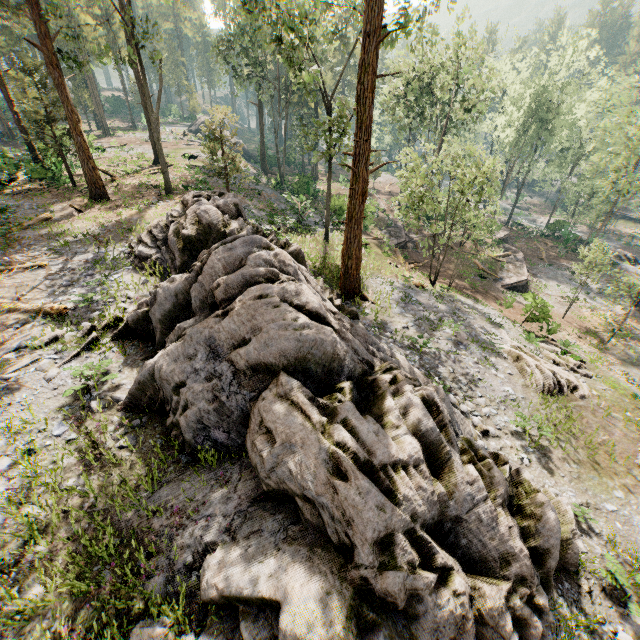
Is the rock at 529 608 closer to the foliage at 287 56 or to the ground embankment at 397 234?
the foliage at 287 56

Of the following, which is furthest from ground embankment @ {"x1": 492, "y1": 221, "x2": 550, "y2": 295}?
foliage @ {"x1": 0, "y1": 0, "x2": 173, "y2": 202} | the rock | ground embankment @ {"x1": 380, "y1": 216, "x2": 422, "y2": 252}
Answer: the rock

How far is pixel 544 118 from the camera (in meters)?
40.34

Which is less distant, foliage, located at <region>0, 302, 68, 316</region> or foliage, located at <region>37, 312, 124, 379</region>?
foliage, located at <region>37, 312, 124, 379</region>

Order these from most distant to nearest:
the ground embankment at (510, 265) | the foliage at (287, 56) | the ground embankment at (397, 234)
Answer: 1. the ground embankment at (397, 234)
2. the ground embankment at (510, 265)
3. the foliage at (287, 56)

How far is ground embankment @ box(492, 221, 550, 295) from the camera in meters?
31.0 m
